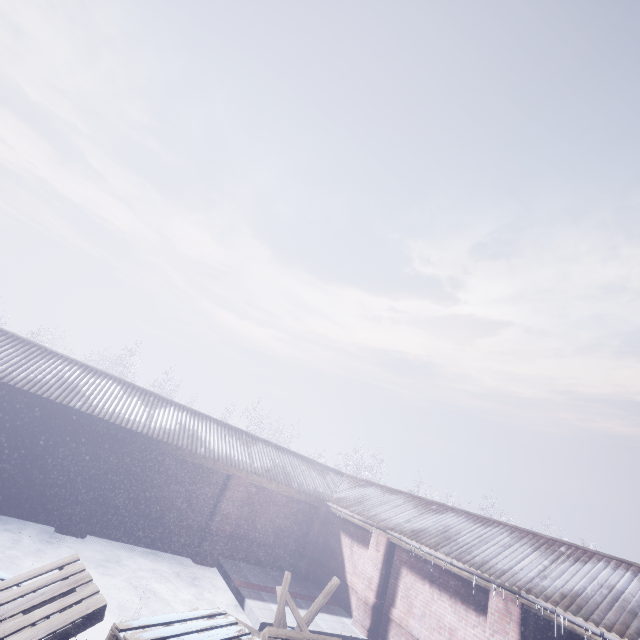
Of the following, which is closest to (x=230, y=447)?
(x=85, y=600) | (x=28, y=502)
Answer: (x=28, y=502)
